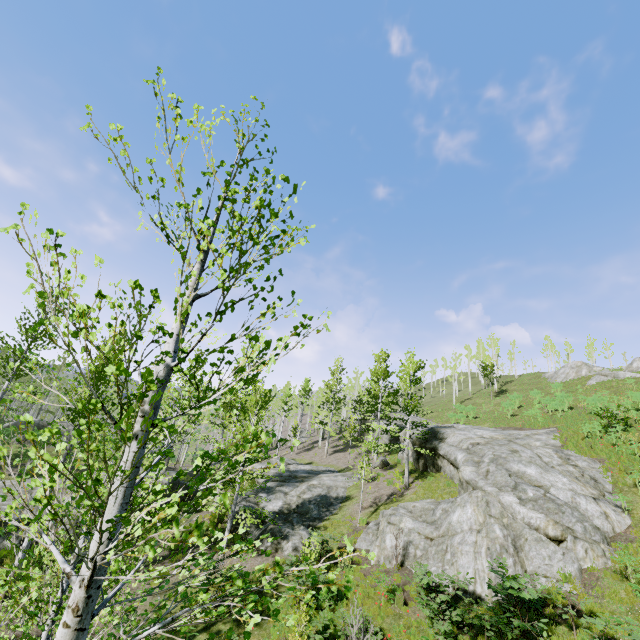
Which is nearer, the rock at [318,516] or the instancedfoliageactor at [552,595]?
the instancedfoliageactor at [552,595]

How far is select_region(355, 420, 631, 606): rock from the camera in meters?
11.3 m

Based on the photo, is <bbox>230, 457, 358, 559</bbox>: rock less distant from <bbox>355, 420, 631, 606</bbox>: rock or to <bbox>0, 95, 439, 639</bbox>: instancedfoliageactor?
<bbox>0, 95, 439, 639</bbox>: instancedfoliageactor

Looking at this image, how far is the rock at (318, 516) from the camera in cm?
1680

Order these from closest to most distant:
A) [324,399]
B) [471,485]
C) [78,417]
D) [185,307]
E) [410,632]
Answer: [185,307] → [410,632] → [471,485] → [78,417] → [324,399]

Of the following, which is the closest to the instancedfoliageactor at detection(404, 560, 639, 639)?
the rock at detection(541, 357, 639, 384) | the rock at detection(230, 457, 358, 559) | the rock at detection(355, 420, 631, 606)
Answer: the rock at detection(230, 457, 358, 559)

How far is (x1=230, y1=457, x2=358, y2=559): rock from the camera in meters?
16.8

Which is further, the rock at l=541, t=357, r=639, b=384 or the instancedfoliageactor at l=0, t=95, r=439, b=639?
the rock at l=541, t=357, r=639, b=384
